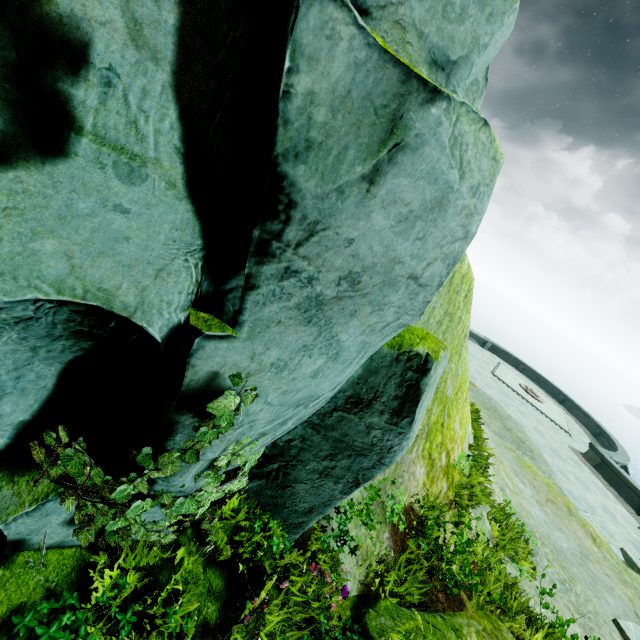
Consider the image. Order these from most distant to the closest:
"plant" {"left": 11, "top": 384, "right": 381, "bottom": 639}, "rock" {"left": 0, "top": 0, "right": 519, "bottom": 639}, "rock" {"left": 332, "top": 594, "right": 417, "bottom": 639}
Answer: "rock" {"left": 332, "top": 594, "right": 417, "bottom": 639}, "plant" {"left": 11, "top": 384, "right": 381, "bottom": 639}, "rock" {"left": 0, "top": 0, "right": 519, "bottom": 639}

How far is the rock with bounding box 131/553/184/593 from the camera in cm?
277

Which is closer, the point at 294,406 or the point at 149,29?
the point at 149,29

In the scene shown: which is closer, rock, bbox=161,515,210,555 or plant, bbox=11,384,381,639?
plant, bbox=11,384,381,639

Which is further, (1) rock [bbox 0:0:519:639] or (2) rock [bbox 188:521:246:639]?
(2) rock [bbox 188:521:246:639]

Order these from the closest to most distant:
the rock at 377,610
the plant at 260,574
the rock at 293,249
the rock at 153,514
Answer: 1. the rock at 293,249
2. the plant at 260,574
3. the rock at 153,514
4. the rock at 377,610

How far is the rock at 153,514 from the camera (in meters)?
2.79
